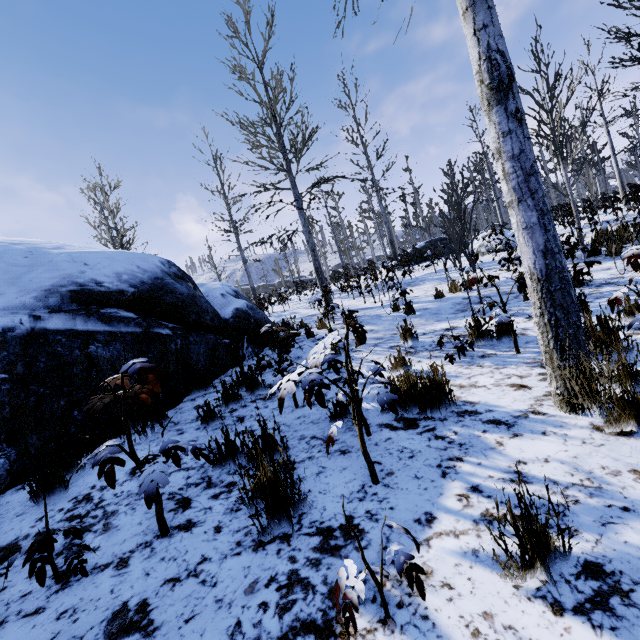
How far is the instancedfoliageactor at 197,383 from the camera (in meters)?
4.98

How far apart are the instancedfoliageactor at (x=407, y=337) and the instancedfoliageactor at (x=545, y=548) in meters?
3.4 m

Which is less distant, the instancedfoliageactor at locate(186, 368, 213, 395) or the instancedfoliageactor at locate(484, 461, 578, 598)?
the instancedfoliageactor at locate(484, 461, 578, 598)

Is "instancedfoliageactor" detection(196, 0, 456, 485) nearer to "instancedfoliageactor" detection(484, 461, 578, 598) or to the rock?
the rock

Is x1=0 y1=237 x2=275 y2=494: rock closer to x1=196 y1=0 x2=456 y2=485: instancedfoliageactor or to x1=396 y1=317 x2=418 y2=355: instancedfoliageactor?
x1=196 y1=0 x2=456 y2=485: instancedfoliageactor

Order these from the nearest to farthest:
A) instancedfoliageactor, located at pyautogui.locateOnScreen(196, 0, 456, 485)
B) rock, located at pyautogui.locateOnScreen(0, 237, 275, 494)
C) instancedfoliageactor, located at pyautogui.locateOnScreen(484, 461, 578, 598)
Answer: instancedfoliageactor, located at pyautogui.locateOnScreen(484, 461, 578, 598), instancedfoliageactor, located at pyautogui.locateOnScreen(196, 0, 456, 485), rock, located at pyautogui.locateOnScreen(0, 237, 275, 494)

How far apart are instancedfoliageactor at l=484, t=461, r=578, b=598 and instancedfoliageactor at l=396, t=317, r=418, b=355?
3.4m

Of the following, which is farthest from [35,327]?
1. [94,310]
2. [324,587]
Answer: [324,587]
